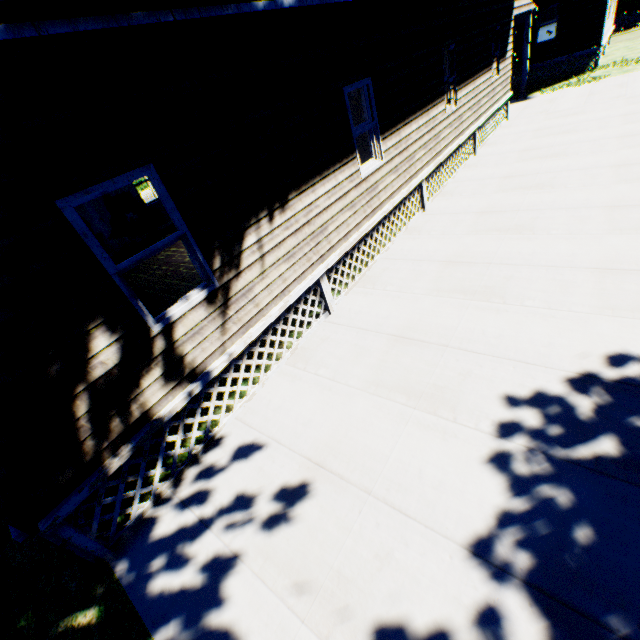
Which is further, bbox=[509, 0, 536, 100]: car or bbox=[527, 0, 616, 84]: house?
bbox=[527, 0, 616, 84]: house

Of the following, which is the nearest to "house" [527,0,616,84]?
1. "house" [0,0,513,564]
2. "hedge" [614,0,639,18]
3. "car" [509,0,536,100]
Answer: "car" [509,0,536,100]

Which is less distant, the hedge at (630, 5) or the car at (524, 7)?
the car at (524, 7)

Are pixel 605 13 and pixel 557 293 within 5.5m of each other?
no

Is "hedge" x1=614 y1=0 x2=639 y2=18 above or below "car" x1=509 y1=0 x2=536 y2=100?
below

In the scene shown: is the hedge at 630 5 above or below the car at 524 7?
below

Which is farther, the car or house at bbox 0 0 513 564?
the car
